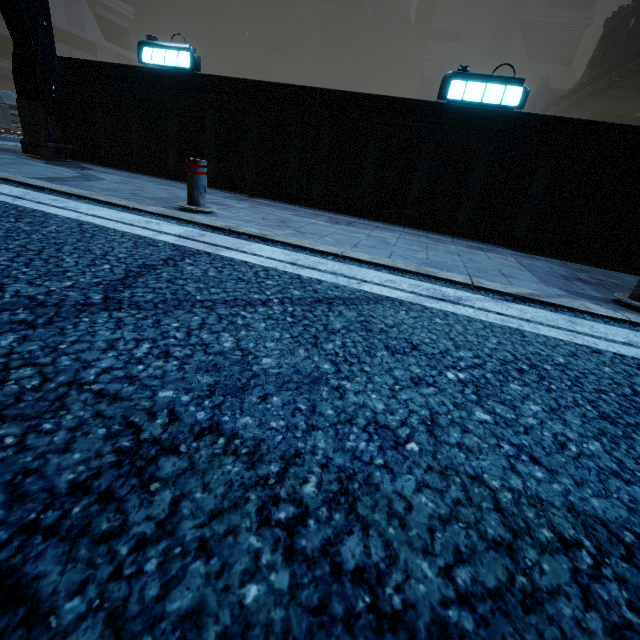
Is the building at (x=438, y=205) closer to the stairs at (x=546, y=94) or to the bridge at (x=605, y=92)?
the bridge at (x=605, y=92)

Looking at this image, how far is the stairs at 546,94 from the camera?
31.8m

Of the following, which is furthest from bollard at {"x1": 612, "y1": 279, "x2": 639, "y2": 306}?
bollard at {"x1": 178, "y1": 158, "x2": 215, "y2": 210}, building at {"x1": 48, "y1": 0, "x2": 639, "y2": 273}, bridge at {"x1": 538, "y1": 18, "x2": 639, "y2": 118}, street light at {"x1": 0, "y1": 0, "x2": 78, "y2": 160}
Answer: bridge at {"x1": 538, "y1": 18, "x2": 639, "y2": 118}

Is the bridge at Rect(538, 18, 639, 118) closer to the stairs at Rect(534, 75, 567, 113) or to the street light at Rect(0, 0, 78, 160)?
the stairs at Rect(534, 75, 567, 113)

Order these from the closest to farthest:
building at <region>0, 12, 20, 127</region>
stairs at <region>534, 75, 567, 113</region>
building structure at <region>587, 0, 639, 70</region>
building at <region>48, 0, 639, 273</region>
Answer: building at <region>48, 0, 639, 273</region> < building structure at <region>587, 0, 639, 70</region> < building at <region>0, 12, 20, 127</region> < stairs at <region>534, 75, 567, 113</region>

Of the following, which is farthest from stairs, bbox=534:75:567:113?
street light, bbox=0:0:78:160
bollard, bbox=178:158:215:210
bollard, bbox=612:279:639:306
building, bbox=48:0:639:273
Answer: bollard, bbox=178:158:215:210

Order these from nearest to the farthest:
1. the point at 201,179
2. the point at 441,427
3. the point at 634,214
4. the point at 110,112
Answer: the point at 441,427 → the point at 201,179 → the point at 634,214 → the point at 110,112

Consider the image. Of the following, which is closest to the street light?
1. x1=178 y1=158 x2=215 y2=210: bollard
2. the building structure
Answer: x1=178 y1=158 x2=215 y2=210: bollard
